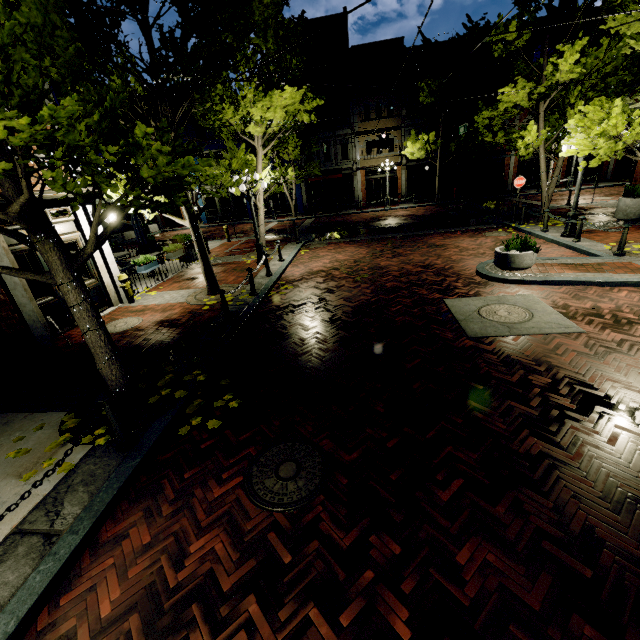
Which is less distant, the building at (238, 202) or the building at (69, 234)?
the building at (69, 234)

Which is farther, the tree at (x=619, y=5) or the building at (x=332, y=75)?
the building at (x=332, y=75)

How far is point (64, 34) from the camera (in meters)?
3.07

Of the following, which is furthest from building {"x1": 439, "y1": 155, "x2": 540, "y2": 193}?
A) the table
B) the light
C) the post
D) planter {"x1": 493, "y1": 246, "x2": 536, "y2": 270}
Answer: the post

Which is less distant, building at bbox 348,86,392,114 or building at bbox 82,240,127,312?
building at bbox 82,240,127,312

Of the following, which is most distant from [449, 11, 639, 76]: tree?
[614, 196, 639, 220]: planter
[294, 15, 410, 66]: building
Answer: [614, 196, 639, 220]: planter

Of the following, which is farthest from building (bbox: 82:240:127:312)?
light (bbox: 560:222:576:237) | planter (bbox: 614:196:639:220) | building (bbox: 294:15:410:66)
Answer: planter (bbox: 614:196:639:220)

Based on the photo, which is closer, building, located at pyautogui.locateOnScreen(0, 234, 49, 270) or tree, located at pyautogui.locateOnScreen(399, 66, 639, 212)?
building, located at pyautogui.locateOnScreen(0, 234, 49, 270)
